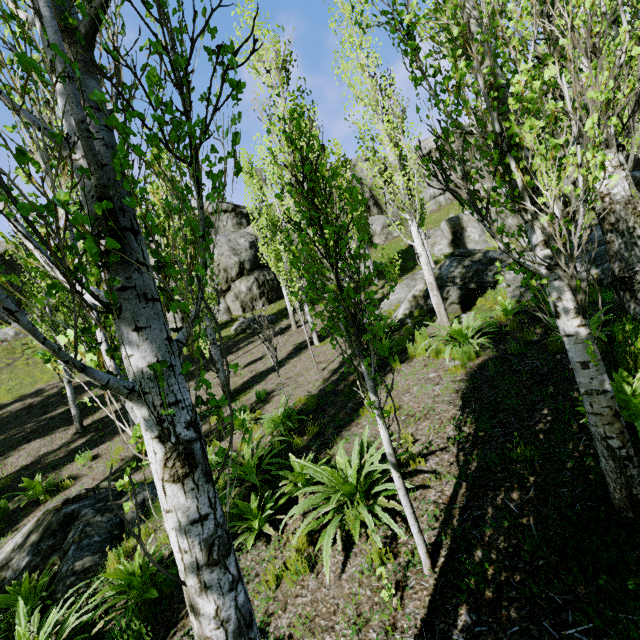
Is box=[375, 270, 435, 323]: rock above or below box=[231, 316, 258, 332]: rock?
below

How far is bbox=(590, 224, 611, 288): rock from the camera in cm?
805

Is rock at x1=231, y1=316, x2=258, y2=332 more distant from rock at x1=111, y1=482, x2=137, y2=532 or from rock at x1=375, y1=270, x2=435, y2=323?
rock at x1=111, y1=482, x2=137, y2=532

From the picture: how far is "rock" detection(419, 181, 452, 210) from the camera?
34.7m

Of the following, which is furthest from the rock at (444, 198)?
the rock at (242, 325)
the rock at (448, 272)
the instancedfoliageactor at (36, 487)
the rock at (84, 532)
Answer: the rock at (84, 532)

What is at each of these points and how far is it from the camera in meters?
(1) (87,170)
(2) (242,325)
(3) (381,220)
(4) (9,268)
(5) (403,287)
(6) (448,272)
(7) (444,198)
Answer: (1) instancedfoliageactor, 1.3
(2) rock, 19.7
(3) rock, 33.3
(4) rock, 27.9
(5) rock, 16.2
(6) rock, 13.4
(7) rock, 34.9

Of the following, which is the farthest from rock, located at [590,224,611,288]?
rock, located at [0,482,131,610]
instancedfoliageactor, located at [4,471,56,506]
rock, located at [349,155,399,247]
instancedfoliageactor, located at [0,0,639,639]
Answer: instancedfoliageactor, located at [4,471,56,506]

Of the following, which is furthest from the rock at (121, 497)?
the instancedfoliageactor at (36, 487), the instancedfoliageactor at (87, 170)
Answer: the instancedfoliageactor at (36, 487)
